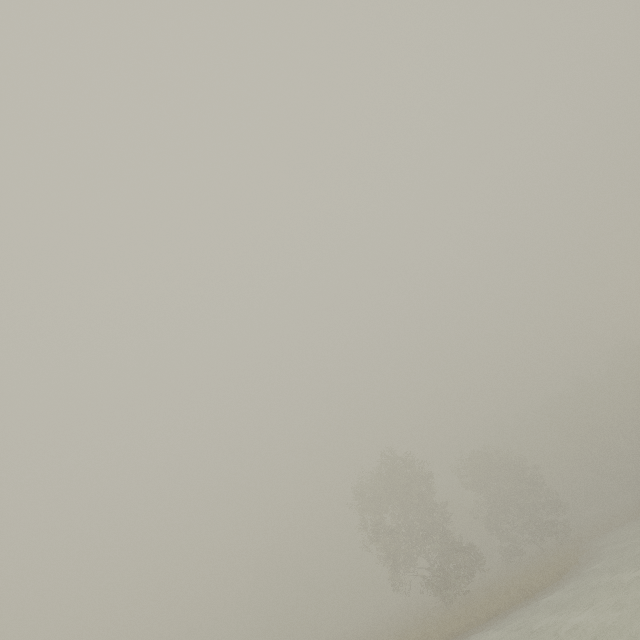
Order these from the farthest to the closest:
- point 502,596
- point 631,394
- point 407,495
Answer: point 631,394
point 407,495
point 502,596
